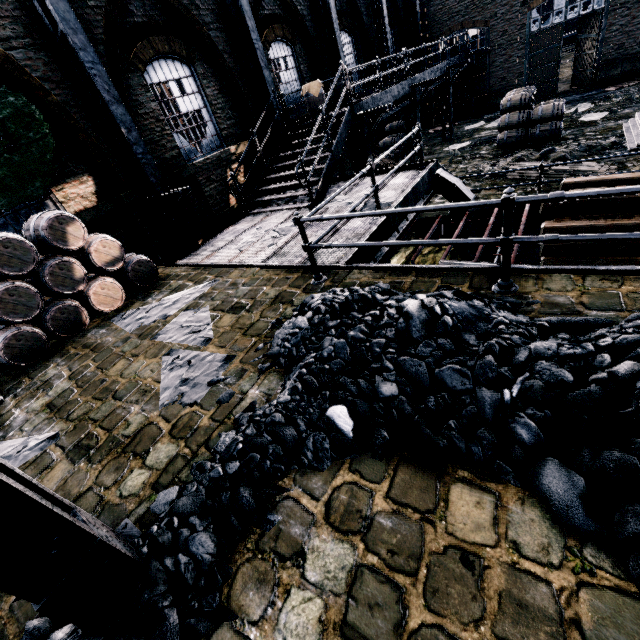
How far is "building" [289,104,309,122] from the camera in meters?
14.4 m

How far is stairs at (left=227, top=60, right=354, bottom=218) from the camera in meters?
9.7 m

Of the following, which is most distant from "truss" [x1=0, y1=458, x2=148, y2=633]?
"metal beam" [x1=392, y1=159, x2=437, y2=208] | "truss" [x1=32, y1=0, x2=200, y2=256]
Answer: "truss" [x1=32, y1=0, x2=200, y2=256]

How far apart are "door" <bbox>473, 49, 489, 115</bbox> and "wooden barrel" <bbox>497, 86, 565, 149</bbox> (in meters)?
10.36

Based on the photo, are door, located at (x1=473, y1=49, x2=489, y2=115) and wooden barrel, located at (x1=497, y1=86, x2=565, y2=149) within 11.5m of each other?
yes

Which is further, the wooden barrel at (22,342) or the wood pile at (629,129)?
the wood pile at (629,129)

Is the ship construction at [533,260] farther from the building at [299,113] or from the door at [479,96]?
the door at [479,96]

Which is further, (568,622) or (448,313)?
(448,313)
